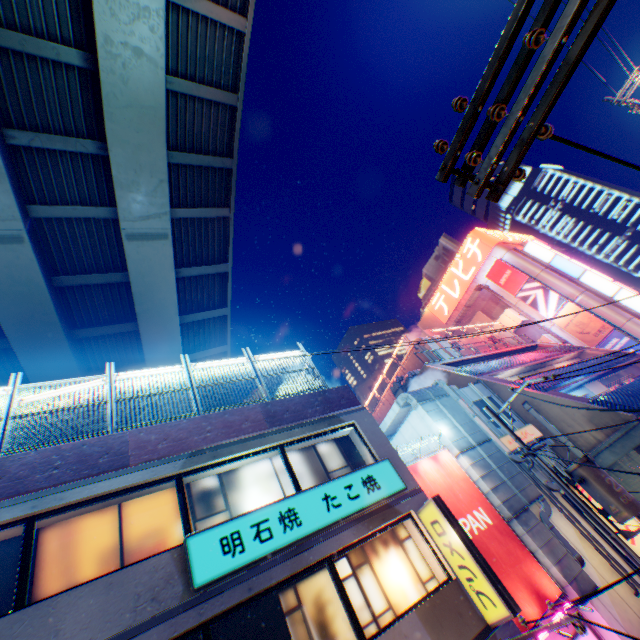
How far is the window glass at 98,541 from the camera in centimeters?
625cm

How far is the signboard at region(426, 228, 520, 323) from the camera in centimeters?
4084cm

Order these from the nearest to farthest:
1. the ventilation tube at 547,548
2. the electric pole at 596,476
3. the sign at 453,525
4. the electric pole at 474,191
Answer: the electric pole at 474,191, the sign at 453,525, the electric pole at 596,476, the ventilation tube at 547,548

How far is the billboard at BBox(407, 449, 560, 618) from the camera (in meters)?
9.42

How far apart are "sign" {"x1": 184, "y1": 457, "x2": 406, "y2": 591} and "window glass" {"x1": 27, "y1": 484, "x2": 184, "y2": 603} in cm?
59

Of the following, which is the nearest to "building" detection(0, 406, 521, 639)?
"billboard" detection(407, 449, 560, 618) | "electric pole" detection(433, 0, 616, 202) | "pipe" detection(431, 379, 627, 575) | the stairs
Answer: "billboard" detection(407, 449, 560, 618)

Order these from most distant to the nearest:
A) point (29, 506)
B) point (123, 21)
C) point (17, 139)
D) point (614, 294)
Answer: point (614, 294), point (17, 139), point (123, 21), point (29, 506)

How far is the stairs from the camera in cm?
3556
